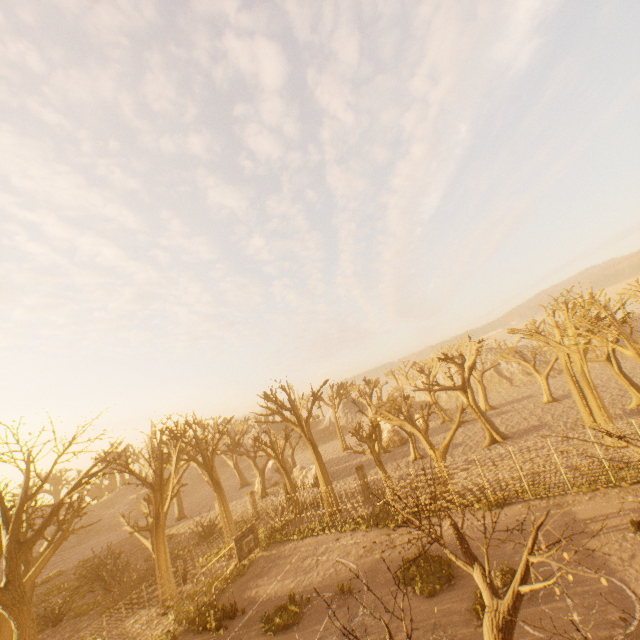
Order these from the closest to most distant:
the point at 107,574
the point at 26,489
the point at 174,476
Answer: the point at 26,489
the point at 107,574
the point at 174,476

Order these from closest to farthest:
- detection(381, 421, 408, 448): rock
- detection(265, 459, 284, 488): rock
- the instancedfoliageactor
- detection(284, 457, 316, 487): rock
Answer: the instancedfoliageactor, detection(284, 457, 316, 487): rock, detection(381, 421, 408, 448): rock, detection(265, 459, 284, 488): rock

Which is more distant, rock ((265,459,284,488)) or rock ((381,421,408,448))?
rock ((265,459,284,488))

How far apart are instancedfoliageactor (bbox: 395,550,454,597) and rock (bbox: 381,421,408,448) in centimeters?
2920cm

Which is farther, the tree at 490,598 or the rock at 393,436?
the rock at 393,436

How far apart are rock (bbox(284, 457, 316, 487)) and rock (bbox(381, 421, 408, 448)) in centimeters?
1109cm

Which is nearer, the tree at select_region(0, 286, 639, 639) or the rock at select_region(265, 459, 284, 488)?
the tree at select_region(0, 286, 639, 639)

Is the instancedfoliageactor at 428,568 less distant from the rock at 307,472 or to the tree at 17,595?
the tree at 17,595
